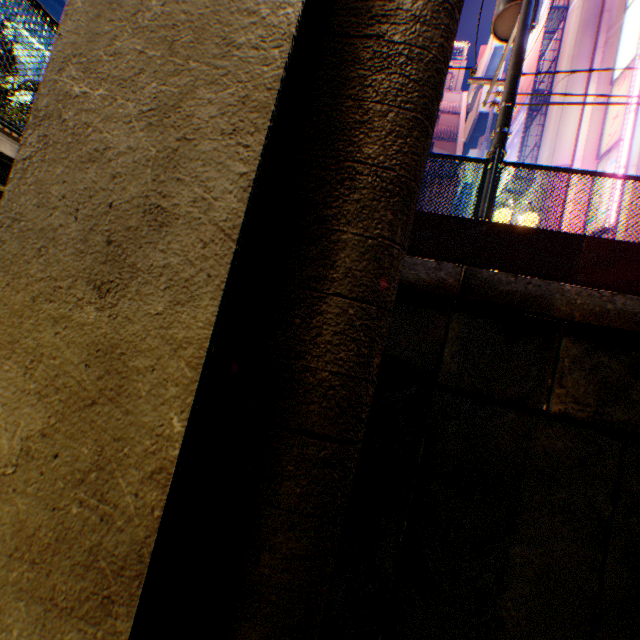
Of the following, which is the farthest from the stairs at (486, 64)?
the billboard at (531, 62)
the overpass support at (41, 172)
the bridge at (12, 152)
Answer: the bridge at (12, 152)

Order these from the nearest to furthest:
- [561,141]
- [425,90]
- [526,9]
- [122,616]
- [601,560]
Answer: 1. [122,616]
2. [425,90]
3. [601,560]
4. [526,9]
5. [561,141]

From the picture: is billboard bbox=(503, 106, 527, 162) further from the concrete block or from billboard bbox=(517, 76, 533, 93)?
the concrete block

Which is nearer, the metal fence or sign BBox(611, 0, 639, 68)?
the metal fence

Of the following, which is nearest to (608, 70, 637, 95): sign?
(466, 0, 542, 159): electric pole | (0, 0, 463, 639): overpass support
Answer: (466, 0, 542, 159): electric pole

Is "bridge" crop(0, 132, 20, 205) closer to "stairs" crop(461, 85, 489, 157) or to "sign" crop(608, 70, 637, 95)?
"sign" crop(608, 70, 637, 95)

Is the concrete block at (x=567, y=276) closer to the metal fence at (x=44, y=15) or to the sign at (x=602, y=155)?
the metal fence at (x=44, y=15)

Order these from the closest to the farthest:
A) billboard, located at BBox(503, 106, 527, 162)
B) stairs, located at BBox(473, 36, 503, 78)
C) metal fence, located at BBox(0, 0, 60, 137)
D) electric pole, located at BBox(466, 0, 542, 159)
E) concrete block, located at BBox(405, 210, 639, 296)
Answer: metal fence, located at BBox(0, 0, 60, 137) < concrete block, located at BBox(405, 210, 639, 296) < electric pole, located at BBox(466, 0, 542, 159) < billboard, located at BBox(503, 106, 527, 162) < stairs, located at BBox(473, 36, 503, 78)
